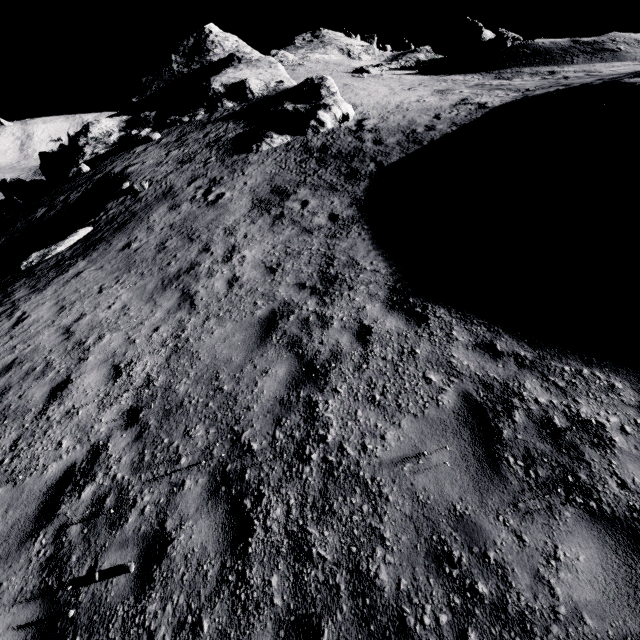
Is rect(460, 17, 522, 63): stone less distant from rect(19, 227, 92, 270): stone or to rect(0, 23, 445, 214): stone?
rect(0, 23, 445, 214): stone

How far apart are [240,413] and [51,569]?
2.7m

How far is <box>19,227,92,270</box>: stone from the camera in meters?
12.6

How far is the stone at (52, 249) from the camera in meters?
12.6

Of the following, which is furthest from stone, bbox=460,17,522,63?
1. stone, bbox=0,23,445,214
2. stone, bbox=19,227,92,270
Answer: stone, bbox=19,227,92,270

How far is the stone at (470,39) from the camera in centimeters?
3372cm

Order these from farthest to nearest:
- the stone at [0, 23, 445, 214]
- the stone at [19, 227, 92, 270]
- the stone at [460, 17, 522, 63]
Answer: the stone at [460, 17, 522, 63] → the stone at [0, 23, 445, 214] → the stone at [19, 227, 92, 270]

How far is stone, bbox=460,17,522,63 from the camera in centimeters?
3372cm
